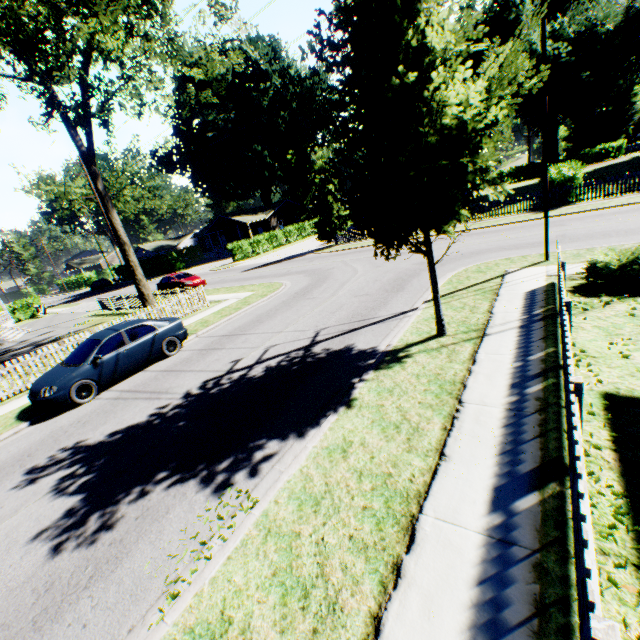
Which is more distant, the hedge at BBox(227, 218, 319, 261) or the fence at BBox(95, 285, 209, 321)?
the hedge at BBox(227, 218, 319, 261)

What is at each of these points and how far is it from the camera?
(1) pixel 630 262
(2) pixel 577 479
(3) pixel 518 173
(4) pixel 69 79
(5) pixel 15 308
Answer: (1) hedge, 8.0m
(2) fence, 2.6m
(3) hedge, 55.6m
(4) tree, 12.7m
(5) hedge, 36.4m

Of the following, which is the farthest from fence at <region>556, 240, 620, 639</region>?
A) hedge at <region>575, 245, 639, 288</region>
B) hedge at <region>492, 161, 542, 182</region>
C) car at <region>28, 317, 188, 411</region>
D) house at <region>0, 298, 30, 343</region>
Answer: hedge at <region>492, 161, 542, 182</region>

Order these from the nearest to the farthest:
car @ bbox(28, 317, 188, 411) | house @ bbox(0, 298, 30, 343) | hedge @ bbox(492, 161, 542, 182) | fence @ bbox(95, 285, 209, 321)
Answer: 1. car @ bbox(28, 317, 188, 411)
2. fence @ bbox(95, 285, 209, 321)
3. house @ bbox(0, 298, 30, 343)
4. hedge @ bbox(492, 161, 542, 182)

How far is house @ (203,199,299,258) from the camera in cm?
5122

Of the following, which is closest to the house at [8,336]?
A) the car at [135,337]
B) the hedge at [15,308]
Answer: the hedge at [15,308]

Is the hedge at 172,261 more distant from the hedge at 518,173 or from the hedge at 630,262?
the hedge at 518,173

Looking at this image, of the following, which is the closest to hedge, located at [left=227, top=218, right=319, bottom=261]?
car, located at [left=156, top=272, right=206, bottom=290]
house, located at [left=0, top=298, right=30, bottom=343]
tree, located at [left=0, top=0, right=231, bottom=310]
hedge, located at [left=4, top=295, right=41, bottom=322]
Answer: car, located at [left=156, top=272, right=206, bottom=290]
